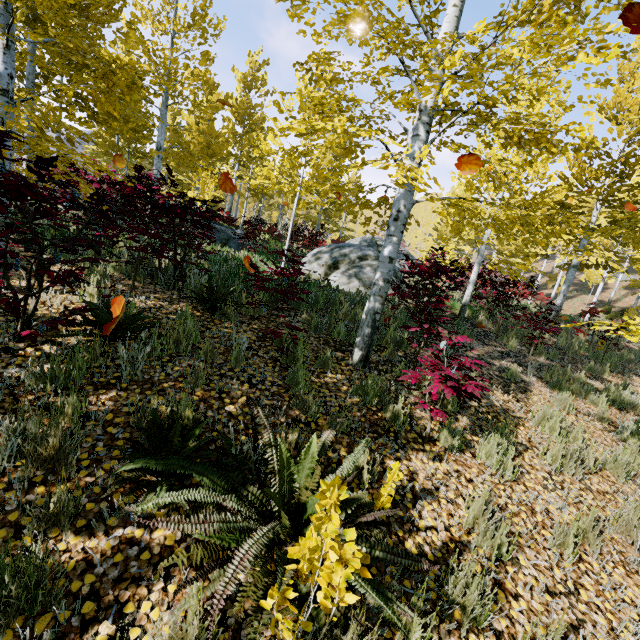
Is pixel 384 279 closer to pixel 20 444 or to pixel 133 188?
pixel 20 444

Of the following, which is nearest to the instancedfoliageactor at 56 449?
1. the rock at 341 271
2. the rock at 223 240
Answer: the rock at 341 271

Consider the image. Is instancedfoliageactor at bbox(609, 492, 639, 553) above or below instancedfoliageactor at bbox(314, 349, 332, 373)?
below

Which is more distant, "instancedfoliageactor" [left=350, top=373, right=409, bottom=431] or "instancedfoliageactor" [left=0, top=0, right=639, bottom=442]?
"instancedfoliageactor" [left=350, top=373, right=409, bottom=431]

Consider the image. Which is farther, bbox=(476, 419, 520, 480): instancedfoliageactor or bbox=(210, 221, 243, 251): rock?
bbox=(210, 221, 243, 251): rock

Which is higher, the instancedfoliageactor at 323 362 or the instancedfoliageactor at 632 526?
the instancedfoliageactor at 323 362
